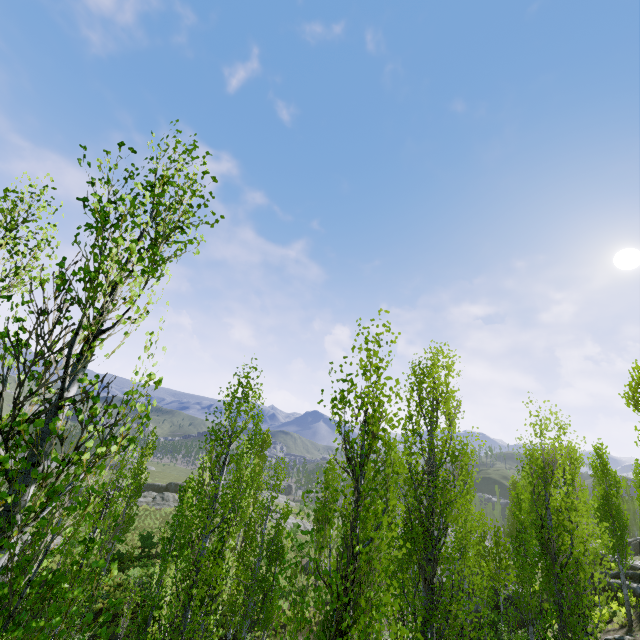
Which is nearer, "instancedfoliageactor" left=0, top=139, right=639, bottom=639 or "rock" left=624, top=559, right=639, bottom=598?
"instancedfoliageactor" left=0, top=139, right=639, bottom=639

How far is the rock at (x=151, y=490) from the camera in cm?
4176

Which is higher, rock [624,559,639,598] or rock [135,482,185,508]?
rock [624,559,639,598]

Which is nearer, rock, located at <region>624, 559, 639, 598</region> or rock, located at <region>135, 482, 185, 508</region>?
A: rock, located at <region>624, 559, 639, 598</region>

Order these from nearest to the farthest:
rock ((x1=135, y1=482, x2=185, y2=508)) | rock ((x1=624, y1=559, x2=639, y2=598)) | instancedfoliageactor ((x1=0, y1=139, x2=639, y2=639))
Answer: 1. instancedfoliageactor ((x1=0, y1=139, x2=639, y2=639))
2. rock ((x1=624, y1=559, x2=639, y2=598))
3. rock ((x1=135, y1=482, x2=185, y2=508))

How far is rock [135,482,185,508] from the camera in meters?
41.8 m

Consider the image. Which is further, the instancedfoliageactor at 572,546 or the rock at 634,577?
the rock at 634,577

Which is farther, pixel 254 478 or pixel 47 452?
pixel 254 478
